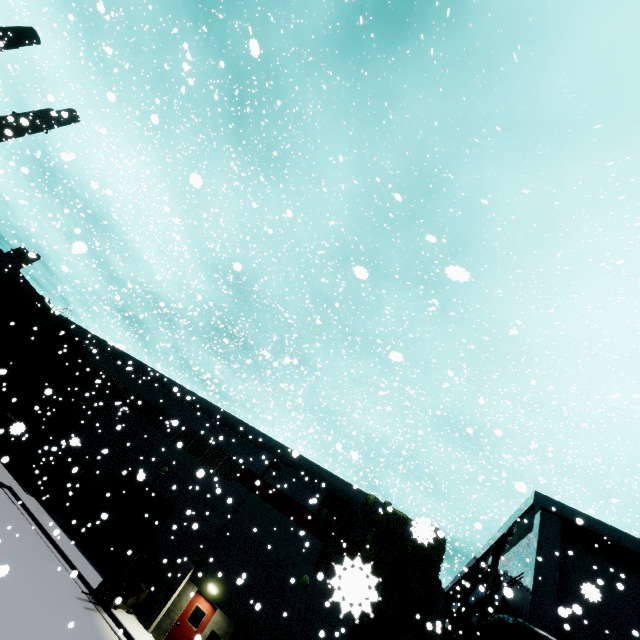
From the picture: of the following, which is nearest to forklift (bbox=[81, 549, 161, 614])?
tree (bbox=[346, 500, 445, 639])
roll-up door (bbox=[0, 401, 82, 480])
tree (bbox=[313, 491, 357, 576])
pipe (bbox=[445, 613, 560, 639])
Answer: roll-up door (bbox=[0, 401, 82, 480])

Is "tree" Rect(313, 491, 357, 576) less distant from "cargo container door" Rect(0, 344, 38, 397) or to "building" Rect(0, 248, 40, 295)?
"building" Rect(0, 248, 40, 295)

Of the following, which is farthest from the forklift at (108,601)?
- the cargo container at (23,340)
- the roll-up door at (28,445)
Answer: the cargo container at (23,340)

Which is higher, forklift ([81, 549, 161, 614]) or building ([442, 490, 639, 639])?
building ([442, 490, 639, 639])

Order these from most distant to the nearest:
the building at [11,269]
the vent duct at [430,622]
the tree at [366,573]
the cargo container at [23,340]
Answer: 1. the building at [11,269]
2. the cargo container at [23,340]
3. the vent duct at [430,622]
4. the tree at [366,573]

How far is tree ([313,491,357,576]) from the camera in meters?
16.9

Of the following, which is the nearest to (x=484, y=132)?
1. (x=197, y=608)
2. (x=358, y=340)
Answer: (x=358, y=340)

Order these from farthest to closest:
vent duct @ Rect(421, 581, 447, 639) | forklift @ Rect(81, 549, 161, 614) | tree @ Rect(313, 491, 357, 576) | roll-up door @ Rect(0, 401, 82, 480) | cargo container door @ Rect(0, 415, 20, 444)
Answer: roll-up door @ Rect(0, 401, 82, 480) < tree @ Rect(313, 491, 357, 576) < vent duct @ Rect(421, 581, 447, 639) < forklift @ Rect(81, 549, 161, 614) < cargo container door @ Rect(0, 415, 20, 444)
